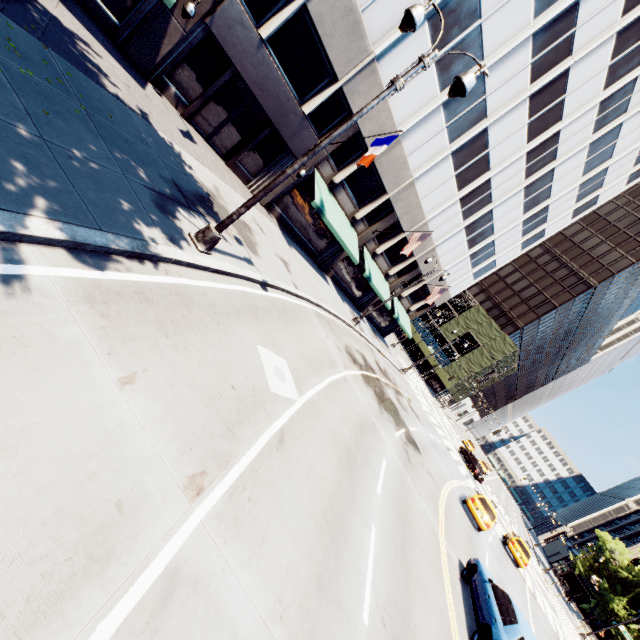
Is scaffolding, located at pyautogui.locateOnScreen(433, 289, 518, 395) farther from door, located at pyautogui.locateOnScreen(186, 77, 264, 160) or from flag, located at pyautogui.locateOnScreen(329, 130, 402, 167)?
door, located at pyautogui.locateOnScreen(186, 77, 264, 160)

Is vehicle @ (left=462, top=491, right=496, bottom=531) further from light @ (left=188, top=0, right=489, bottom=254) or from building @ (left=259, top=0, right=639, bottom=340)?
light @ (left=188, top=0, right=489, bottom=254)

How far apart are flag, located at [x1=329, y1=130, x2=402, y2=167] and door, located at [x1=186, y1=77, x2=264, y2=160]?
5.3 meters

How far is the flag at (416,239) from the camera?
22.1m

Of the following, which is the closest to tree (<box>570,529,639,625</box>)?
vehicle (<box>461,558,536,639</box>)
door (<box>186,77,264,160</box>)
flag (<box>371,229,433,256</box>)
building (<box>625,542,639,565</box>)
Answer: building (<box>625,542,639,565</box>)

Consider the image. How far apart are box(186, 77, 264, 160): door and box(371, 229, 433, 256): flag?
10.87m

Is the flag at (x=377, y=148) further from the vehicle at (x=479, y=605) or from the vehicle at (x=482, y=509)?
the vehicle at (x=482, y=509)

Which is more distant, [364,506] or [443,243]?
[443,243]
